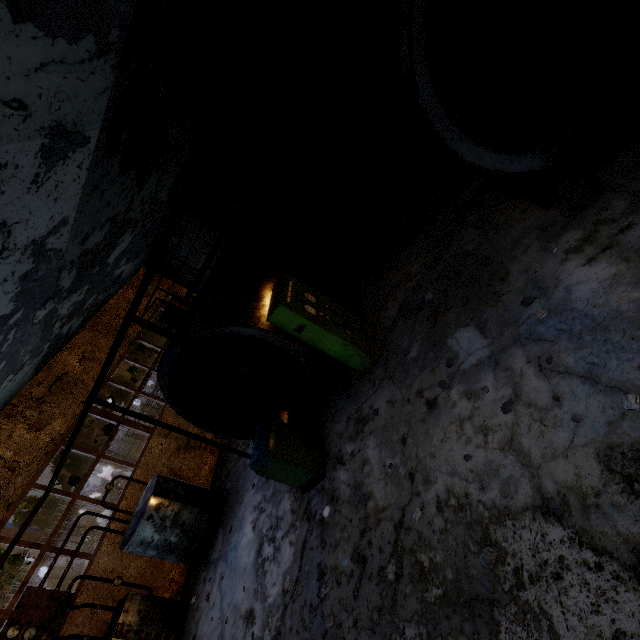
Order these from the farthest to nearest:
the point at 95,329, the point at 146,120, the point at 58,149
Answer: the point at 95,329
the point at 146,120
the point at 58,149

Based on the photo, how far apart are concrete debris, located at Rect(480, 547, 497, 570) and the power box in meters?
3.7 m

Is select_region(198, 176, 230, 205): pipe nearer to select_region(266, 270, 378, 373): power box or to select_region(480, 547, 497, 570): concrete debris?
select_region(480, 547, 497, 570): concrete debris

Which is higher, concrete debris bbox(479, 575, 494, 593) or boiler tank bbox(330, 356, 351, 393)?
boiler tank bbox(330, 356, 351, 393)

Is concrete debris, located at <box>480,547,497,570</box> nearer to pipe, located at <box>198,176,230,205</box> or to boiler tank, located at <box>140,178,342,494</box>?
boiler tank, located at <box>140,178,342,494</box>

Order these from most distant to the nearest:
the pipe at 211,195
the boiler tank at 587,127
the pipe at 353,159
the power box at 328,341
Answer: the pipe at 353,159 → the pipe at 211,195 → the power box at 328,341 → the boiler tank at 587,127

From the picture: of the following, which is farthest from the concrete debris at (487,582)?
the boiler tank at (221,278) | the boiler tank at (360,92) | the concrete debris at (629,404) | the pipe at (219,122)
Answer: the pipe at (219,122)

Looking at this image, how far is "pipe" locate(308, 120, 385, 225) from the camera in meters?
13.1 m
